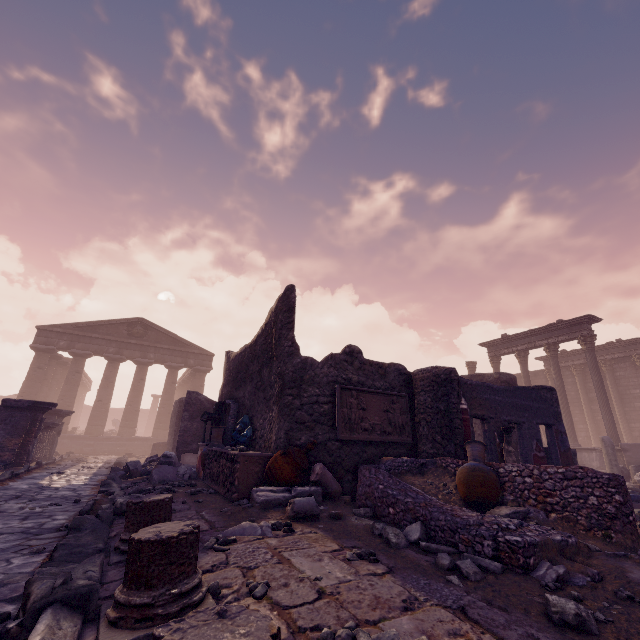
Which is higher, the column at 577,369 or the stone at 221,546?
the column at 577,369

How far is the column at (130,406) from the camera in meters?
22.3

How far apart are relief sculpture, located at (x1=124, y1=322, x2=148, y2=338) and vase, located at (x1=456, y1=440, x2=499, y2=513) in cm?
2449

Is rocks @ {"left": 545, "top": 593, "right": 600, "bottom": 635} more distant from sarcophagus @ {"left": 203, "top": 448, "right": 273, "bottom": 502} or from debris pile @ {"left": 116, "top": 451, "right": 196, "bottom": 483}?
debris pile @ {"left": 116, "top": 451, "right": 196, "bottom": 483}

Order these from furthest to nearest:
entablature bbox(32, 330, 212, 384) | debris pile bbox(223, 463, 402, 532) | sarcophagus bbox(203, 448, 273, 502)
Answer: entablature bbox(32, 330, 212, 384) → sarcophagus bbox(203, 448, 273, 502) → debris pile bbox(223, 463, 402, 532)

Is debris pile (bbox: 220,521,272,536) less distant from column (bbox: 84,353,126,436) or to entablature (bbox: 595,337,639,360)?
column (bbox: 84,353,126,436)

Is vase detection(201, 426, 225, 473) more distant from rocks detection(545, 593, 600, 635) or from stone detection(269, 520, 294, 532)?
rocks detection(545, 593, 600, 635)

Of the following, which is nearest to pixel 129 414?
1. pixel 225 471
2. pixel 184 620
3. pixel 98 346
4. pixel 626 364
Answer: pixel 98 346
